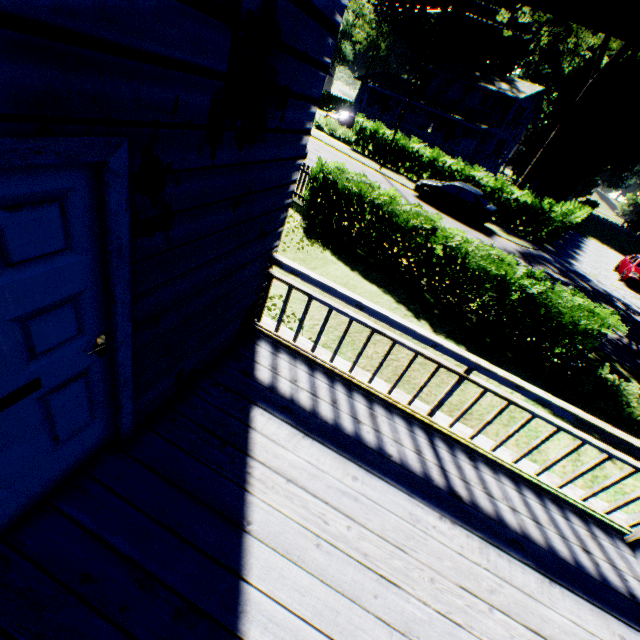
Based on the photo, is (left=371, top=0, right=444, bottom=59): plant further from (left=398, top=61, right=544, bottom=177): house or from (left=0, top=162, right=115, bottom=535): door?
(left=0, top=162, right=115, bottom=535): door

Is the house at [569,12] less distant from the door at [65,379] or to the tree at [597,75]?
the door at [65,379]

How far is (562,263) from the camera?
18.5m

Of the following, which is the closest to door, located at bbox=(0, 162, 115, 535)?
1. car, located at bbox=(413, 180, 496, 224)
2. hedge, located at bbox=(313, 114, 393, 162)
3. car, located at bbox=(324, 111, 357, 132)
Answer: hedge, located at bbox=(313, 114, 393, 162)

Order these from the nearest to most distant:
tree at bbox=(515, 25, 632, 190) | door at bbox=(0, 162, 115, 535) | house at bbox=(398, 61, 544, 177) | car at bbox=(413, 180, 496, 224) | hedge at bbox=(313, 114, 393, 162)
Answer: door at bbox=(0, 162, 115, 535) < tree at bbox=(515, 25, 632, 190) < car at bbox=(413, 180, 496, 224) < hedge at bbox=(313, 114, 393, 162) < house at bbox=(398, 61, 544, 177)

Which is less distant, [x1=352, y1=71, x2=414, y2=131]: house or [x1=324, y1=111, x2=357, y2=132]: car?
[x1=324, y1=111, x2=357, y2=132]: car

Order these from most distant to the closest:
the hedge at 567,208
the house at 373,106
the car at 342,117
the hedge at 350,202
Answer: the house at 373,106 → the car at 342,117 → the hedge at 567,208 → the hedge at 350,202

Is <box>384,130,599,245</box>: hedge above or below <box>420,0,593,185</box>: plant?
below
